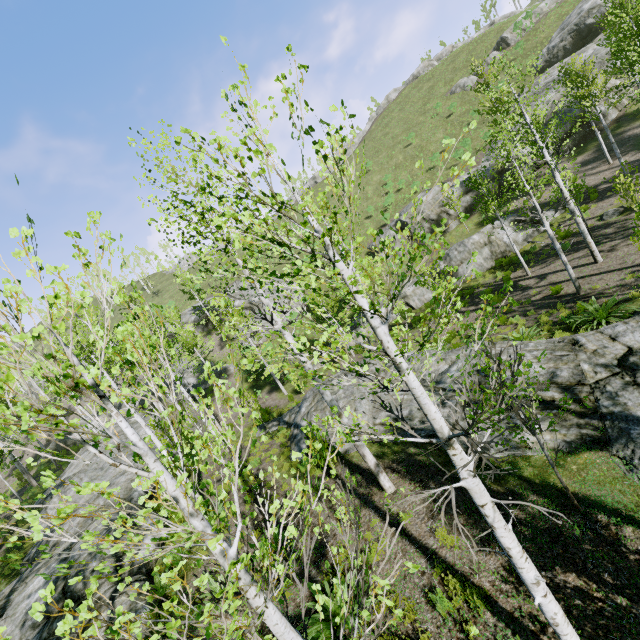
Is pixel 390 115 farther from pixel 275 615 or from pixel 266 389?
pixel 275 615

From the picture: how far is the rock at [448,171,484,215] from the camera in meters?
29.3

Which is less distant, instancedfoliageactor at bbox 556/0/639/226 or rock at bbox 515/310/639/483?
rock at bbox 515/310/639/483

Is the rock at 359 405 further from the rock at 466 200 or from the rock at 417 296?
the rock at 466 200

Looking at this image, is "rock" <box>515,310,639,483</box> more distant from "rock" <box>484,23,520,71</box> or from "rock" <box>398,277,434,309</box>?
"rock" <box>484,23,520,71</box>

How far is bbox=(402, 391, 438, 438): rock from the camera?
9.9m

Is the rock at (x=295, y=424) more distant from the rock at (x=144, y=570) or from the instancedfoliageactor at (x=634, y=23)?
the rock at (x=144, y=570)
